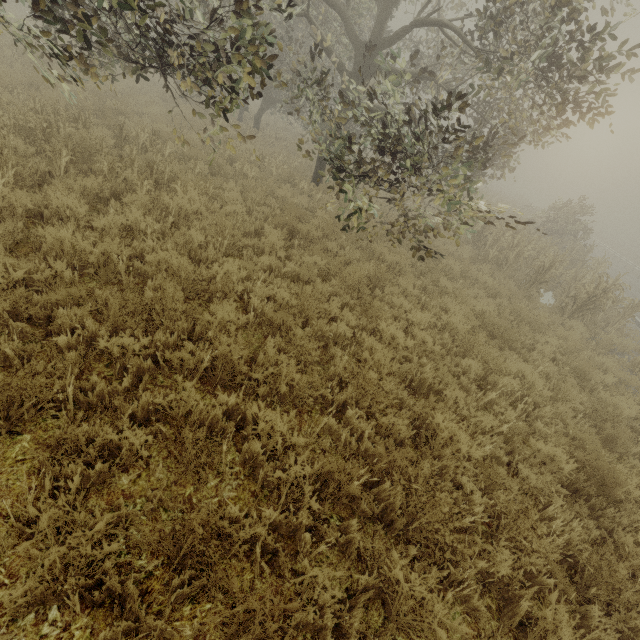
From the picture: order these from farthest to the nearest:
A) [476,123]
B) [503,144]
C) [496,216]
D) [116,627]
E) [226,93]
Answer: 1. [226,93]
2. [476,123]
3. [503,144]
4. [496,216]
5. [116,627]

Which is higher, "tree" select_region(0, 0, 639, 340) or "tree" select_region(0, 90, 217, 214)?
"tree" select_region(0, 0, 639, 340)

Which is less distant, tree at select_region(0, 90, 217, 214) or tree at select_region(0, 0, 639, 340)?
tree at select_region(0, 0, 639, 340)

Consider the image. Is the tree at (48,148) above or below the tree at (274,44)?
below

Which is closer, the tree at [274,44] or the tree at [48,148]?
the tree at [274,44]
